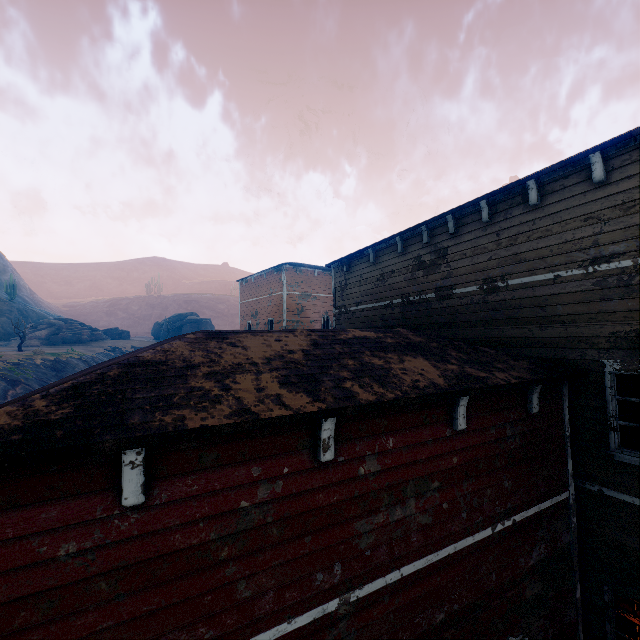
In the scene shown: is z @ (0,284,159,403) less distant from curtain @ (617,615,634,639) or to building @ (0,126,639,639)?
building @ (0,126,639,639)

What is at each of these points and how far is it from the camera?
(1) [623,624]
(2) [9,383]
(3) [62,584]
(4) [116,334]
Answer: (1) curtain, 5.62m
(2) z, 24.02m
(3) building, 2.39m
(4) instancedfoliageactor, 51.28m

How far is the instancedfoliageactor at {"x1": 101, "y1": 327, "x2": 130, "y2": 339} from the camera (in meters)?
50.88

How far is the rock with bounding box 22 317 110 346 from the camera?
40.6m

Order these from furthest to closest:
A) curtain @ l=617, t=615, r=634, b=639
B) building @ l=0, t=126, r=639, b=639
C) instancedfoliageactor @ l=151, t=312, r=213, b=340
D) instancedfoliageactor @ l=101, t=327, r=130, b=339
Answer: instancedfoliageactor @ l=151, t=312, r=213, b=340, instancedfoliageactor @ l=101, t=327, r=130, b=339, curtain @ l=617, t=615, r=634, b=639, building @ l=0, t=126, r=639, b=639

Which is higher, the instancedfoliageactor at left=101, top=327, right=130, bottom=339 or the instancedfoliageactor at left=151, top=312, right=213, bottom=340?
the instancedfoliageactor at left=151, top=312, right=213, bottom=340

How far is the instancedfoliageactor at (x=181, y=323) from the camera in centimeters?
5506cm

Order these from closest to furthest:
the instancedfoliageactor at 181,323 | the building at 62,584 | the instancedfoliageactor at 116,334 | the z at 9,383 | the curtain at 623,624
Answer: the building at 62,584
the curtain at 623,624
the z at 9,383
the instancedfoliageactor at 116,334
the instancedfoliageactor at 181,323
